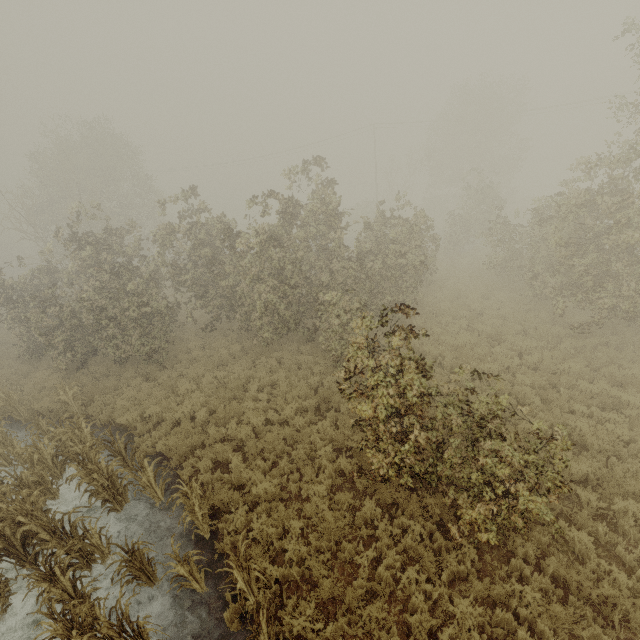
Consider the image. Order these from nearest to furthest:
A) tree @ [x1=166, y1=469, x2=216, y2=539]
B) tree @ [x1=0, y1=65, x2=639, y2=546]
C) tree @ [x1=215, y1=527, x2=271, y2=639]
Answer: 1. tree @ [x1=215, y1=527, x2=271, y2=639]
2. tree @ [x1=0, y1=65, x2=639, y2=546]
3. tree @ [x1=166, y1=469, x2=216, y2=539]

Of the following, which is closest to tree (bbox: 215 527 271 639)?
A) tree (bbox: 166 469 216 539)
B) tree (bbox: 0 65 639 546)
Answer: tree (bbox: 166 469 216 539)

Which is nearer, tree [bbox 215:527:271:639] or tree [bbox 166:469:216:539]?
tree [bbox 215:527:271:639]

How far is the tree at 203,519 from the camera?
6.8 meters

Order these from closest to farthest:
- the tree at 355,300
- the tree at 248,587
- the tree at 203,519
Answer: the tree at 248,587, the tree at 355,300, the tree at 203,519

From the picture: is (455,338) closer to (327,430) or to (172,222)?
(327,430)

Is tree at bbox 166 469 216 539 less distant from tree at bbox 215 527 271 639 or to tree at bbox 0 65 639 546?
tree at bbox 215 527 271 639

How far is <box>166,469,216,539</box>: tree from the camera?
6.8 meters
